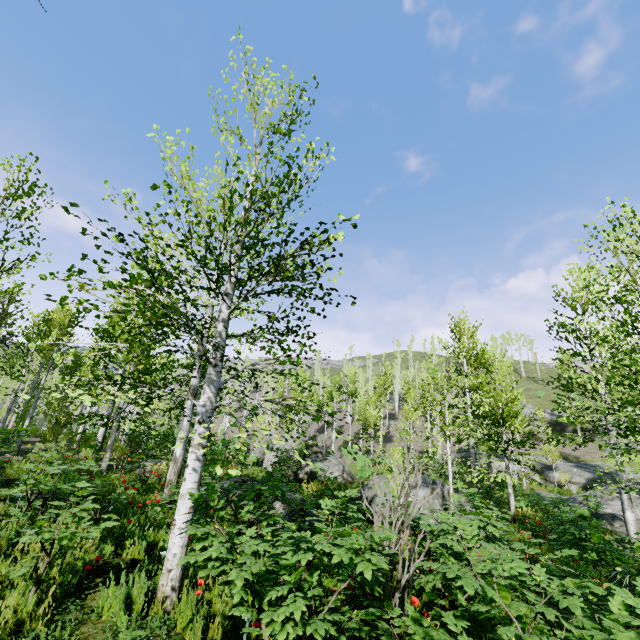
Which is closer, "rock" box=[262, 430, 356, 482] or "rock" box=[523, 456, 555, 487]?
"rock" box=[262, 430, 356, 482]

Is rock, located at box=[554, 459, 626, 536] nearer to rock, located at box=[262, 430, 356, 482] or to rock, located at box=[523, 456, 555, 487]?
rock, located at box=[523, 456, 555, 487]

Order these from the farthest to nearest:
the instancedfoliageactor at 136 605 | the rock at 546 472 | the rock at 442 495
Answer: the rock at 546 472, the rock at 442 495, the instancedfoliageactor at 136 605

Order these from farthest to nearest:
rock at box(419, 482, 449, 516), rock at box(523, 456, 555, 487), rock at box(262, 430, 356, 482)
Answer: rock at box(523, 456, 555, 487) → rock at box(262, 430, 356, 482) → rock at box(419, 482, 449, 516)

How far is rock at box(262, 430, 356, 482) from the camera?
16.63m

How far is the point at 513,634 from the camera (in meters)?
2.37

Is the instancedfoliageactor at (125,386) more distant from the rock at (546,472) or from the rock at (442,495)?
the rock at (442,495)

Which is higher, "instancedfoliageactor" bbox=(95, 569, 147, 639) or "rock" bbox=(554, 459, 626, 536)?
"instancedfoliageactor" bbox=(95, 569, 147, 639)
